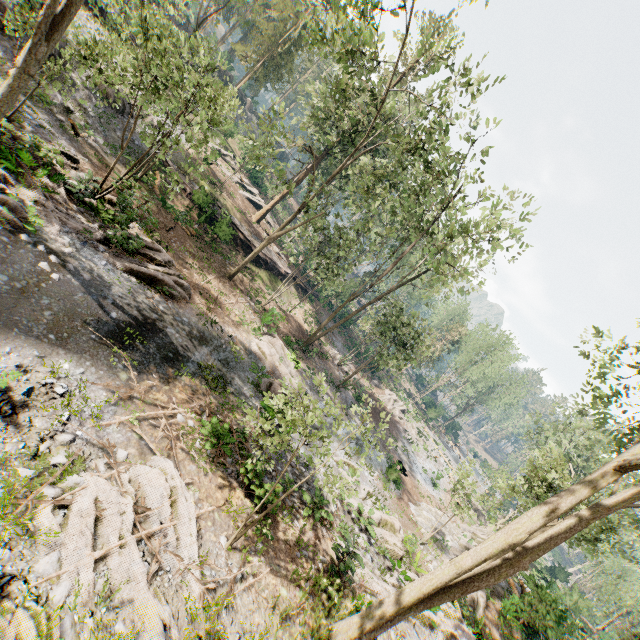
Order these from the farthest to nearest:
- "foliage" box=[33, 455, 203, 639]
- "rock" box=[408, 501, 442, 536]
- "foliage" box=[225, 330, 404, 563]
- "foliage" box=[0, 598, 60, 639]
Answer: "rock" box=[408, 501, 442, 536] < "foliage" box=[225, 330, 404, 563] < "foliage" box=[33, 455, 203, 639] < "foliage" box=[0, 598, 60, 639]

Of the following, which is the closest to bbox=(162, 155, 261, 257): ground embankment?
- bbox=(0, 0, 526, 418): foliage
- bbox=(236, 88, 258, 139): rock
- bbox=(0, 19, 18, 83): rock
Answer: bbox=(0, 0, 526, 418): foliage

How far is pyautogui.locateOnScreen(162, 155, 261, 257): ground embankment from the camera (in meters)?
24.63

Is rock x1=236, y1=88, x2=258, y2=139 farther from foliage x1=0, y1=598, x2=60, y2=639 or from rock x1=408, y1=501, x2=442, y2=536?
rock x1=408, y1=501, x2=442, y2=536

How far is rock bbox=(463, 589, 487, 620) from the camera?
16.0 meters

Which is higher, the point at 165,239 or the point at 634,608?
the point at 634,608

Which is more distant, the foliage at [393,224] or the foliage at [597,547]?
the foliage at [393,224]

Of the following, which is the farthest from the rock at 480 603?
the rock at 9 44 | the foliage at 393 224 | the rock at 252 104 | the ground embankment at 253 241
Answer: the rock at 252 104
